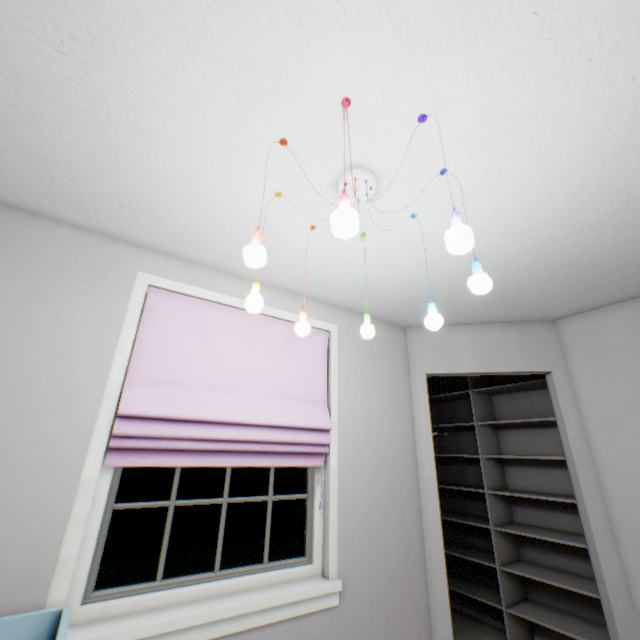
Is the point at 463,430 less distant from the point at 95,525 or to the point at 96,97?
the point at 95,525

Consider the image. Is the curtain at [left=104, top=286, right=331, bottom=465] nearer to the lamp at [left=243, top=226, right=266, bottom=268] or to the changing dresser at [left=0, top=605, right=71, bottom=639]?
the changing dresser at [left=0, top=605, right=71, bottom=639]

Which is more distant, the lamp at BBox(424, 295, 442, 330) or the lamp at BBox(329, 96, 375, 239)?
the lamp at BBox(424, 295, 442, 330)

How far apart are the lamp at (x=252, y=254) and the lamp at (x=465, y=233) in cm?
52

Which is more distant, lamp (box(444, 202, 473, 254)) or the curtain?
the curtain

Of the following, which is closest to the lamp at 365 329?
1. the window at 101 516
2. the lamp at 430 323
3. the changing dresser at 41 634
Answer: the lamp at 430 323

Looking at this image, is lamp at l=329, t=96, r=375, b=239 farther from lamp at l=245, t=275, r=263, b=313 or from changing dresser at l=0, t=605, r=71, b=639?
changing dresser at l=0, t=605, r=71, b=639

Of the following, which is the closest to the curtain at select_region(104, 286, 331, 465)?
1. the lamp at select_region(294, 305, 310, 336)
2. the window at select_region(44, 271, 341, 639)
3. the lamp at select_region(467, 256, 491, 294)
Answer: the window at select_region(44, 271, 341, 639)
